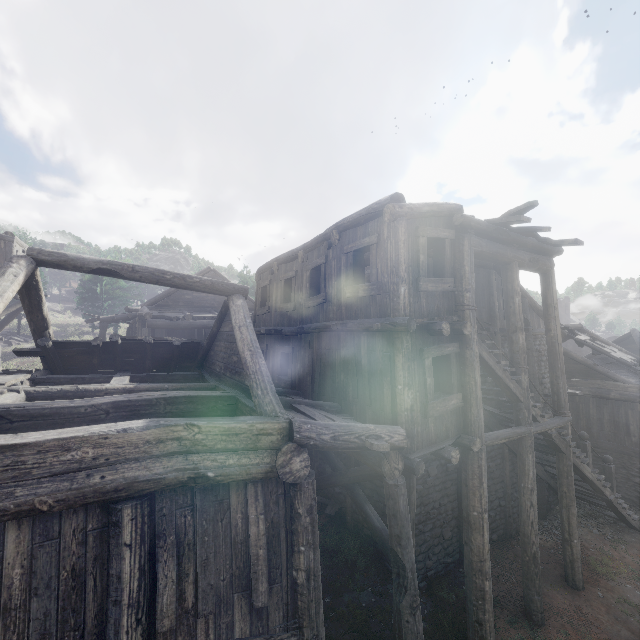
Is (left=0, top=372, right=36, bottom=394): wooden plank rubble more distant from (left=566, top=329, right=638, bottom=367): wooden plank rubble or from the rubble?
the rubble

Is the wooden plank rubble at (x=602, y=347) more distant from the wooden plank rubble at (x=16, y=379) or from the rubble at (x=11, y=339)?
the rubble at (x=11, y=339)

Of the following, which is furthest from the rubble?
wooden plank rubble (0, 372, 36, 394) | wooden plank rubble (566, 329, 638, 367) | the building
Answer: wooden plank rubble (566, 329, 638, 367)

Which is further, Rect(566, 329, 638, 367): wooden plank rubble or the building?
Rect(566, 329, 638, 367): wooden plank rubble

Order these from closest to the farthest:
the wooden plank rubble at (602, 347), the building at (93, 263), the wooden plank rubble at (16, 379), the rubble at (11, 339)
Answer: the building at (93, 263) < the wooden plank rubble at (16, 379) < the wooden plank rubble at (602, 347) < the rubble at (11, 339)

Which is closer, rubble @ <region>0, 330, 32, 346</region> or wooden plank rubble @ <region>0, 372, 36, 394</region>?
wooden plank rubble @ <region>0, 372, 36, 394</region>

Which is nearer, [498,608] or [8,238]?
[498,608]

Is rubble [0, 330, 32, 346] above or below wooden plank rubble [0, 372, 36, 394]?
above
